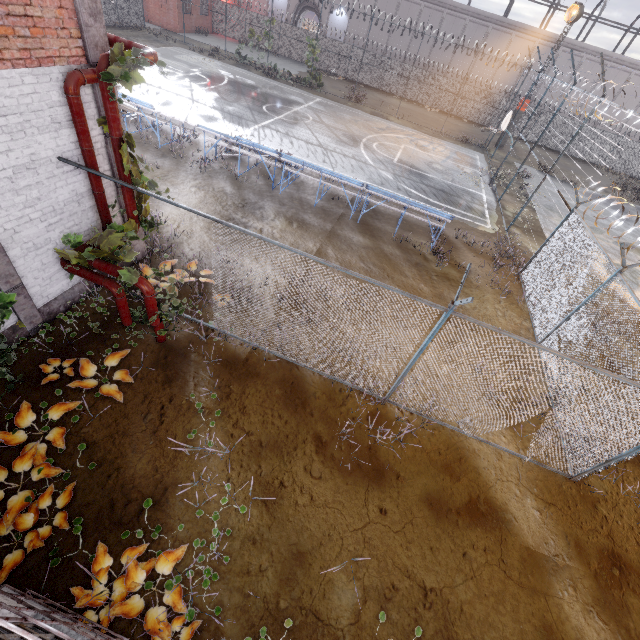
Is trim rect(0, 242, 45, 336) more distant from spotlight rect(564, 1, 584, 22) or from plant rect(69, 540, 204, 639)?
spotlight rect(564, 1, 584, 22)

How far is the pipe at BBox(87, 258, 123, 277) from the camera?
5.6 meters

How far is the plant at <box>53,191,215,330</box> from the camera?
5.6 meters

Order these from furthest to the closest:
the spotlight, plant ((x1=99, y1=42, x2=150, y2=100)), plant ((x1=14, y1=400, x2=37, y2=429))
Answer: the spotlight, plant ((x1=14, y1=400, x2=37, y2=429)), plant ((x1=99, y1=42, x2=150, y2=100))

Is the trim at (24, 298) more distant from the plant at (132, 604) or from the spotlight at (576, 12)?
→ the spotlight at (576, 12)

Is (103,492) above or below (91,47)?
below

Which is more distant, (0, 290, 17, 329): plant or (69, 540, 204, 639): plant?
(0, 290, 17, 329): plant

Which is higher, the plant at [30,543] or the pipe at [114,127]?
the pipe at [114,127]
